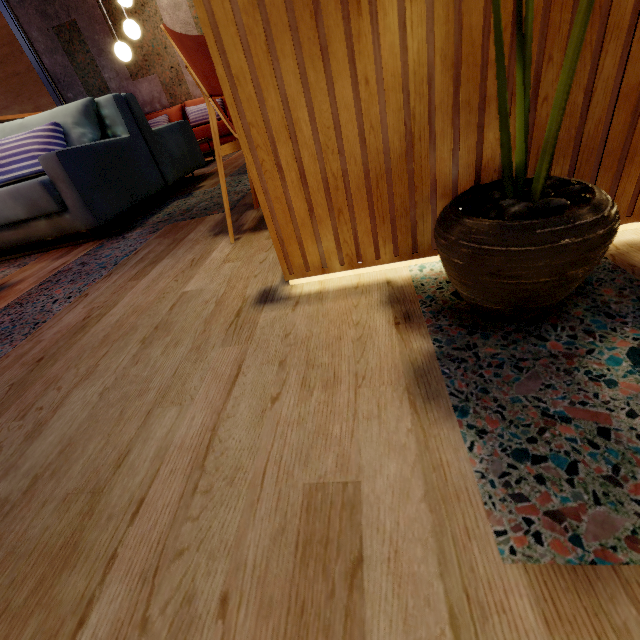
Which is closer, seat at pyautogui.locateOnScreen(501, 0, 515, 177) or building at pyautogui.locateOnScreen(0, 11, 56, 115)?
seat at pyautogui.locateOnScreen(501, 0, 515, 177)

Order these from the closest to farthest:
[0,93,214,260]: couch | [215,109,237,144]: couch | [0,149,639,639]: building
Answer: [0,149,639,639]: building, [0,93,214,260]: couch, [215,109,237,144]: couch

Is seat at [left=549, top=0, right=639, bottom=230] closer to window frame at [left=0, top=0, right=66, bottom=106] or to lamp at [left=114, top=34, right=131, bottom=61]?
lamp at [left=114, top=34, right=131, bottom=61]

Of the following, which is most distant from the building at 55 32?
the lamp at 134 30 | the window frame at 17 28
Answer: the lamp at 134 30

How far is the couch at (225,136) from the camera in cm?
527

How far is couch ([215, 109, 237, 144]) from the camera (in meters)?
5.27

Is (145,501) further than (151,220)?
No

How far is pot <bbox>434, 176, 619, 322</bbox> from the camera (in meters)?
0.55
